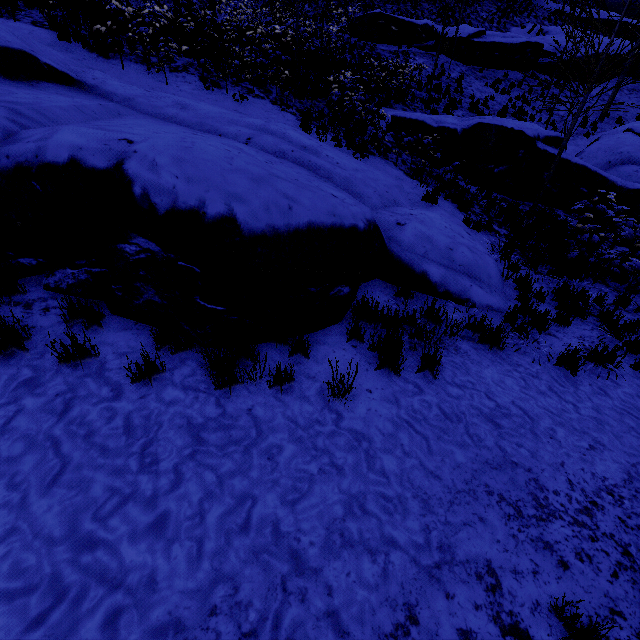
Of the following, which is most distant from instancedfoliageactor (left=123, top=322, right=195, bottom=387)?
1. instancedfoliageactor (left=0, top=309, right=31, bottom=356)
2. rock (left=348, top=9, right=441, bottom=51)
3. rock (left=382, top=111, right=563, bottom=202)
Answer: rock (left=348, top=9, right=441, bottom=51)

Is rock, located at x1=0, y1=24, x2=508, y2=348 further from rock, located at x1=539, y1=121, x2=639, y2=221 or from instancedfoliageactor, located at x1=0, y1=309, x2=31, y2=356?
rock, located at x1=539, y1=121, x2=639, y2=221

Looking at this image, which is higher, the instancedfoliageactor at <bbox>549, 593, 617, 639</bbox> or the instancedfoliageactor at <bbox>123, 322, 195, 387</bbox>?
the instancedfoliageactor at <bbox>123, 322, 195, 387</bbox>

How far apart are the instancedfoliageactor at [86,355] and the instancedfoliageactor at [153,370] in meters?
0.4

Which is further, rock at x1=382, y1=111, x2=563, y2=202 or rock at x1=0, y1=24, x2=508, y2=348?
rock at x1=382, y1=111, x2=563, y2=202

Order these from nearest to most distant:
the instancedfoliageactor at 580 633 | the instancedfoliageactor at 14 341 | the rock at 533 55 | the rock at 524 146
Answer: the instancedfoliageactor at 580 633 < the instancedfoliageactor at 14 341 < the rock at 524 146 < the rock at 533 55

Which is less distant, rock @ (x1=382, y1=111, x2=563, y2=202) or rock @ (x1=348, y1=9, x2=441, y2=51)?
rock @ (x1=382, y1=111, x2=563, y2=202)

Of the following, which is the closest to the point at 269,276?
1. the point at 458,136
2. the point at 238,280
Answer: the point at 238,280
